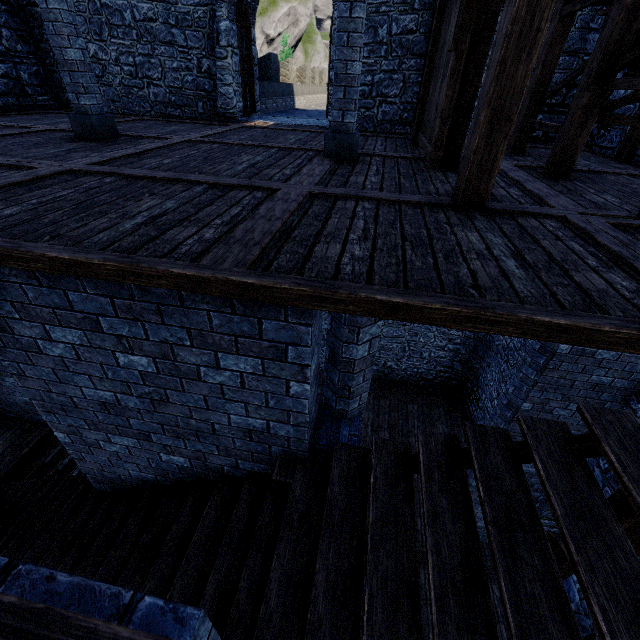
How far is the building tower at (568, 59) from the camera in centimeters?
733cm

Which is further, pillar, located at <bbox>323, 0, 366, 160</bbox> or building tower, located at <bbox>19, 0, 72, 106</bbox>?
building tower, located at <bbox>19, 0, 72, 106</bbox>

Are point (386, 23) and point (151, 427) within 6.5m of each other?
no

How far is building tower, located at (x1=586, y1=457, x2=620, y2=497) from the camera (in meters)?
5.86

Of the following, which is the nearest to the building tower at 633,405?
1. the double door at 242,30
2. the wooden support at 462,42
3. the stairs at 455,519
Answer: the double door at 242,30

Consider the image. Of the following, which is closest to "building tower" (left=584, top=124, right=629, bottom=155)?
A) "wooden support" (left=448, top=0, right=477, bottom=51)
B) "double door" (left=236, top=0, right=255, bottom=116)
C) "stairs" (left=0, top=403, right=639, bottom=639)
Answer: "double door" (left=236, top=0, right=255, bottom=116)

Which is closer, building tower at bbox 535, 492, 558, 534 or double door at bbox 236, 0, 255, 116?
building tower at bbox 535, 492, 558, 534

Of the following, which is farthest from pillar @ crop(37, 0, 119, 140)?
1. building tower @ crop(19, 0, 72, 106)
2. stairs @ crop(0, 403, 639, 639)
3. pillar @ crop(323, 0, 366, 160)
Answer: stairs @ crop(0, 403, 639, 639)
